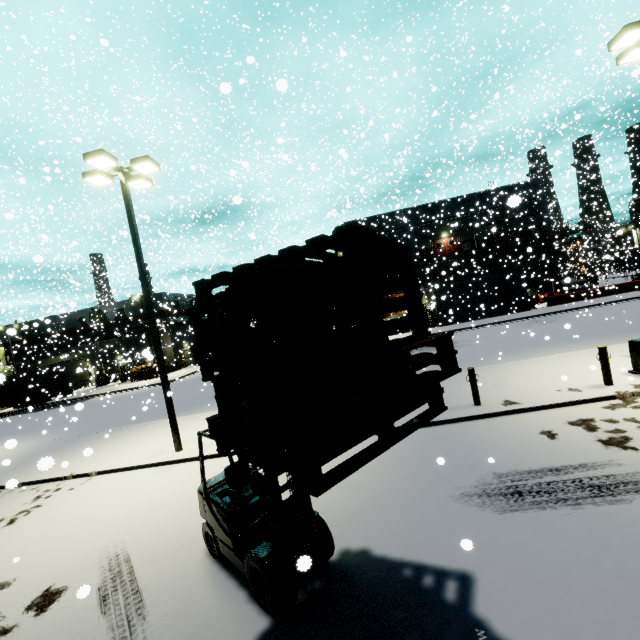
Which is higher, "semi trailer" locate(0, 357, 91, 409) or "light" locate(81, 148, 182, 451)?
"light" locate(81, 148, 182, 451)

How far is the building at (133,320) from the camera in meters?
44.3 m

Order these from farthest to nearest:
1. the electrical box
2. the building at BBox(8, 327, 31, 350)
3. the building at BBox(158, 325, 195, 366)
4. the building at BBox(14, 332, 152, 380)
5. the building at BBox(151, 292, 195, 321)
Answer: the building at BBox(151, 292, 195, 321) < the building at BBox(158, 325, 195, 366) < the building at BBox(14, 332, 152, 380) < the electrical box < the building at BBox(8, 327, 31, 350)

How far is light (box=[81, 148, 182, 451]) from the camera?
10.1 meters

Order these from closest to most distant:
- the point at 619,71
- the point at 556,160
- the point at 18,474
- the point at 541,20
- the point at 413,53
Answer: the point at 18,474
the point at 556,160
the point at 541,20
the point at 413,53
the point at 619,71

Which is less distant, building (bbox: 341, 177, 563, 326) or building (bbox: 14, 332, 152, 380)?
building (bbox: 341, 177, 563, 326)

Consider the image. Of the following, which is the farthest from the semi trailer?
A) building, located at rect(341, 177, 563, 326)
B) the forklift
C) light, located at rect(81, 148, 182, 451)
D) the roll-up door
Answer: light, located at rect(81, 148, 182, 451)

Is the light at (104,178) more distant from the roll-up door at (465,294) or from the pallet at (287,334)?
the roll-up door at (465,294)
